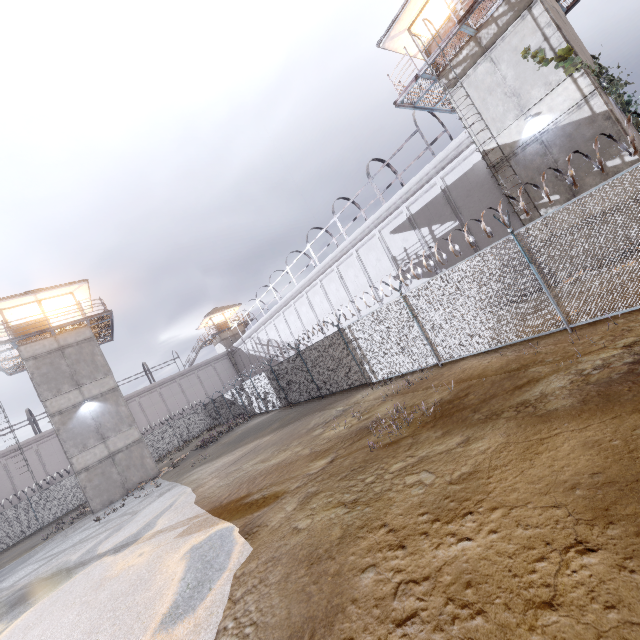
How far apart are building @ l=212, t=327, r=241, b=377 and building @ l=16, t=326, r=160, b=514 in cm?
2362

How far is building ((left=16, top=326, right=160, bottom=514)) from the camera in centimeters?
2039cm

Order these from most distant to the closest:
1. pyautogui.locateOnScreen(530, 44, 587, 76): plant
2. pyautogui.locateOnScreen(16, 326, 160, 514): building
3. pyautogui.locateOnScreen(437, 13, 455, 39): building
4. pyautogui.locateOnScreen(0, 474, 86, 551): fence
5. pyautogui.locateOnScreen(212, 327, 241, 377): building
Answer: pyautogui.locateOnScreen(212, 327, 241, 377): building < pyautogui.locateOnScreen(0, 474, 86, 551): fence < pyautogui.locateOnScreen(16, 326, 160, 514): building < pyautogui.locateOnScreen(437, 13, 455, 39): building < pyautogui.locateOnScreen(530, 44, 587, 76): plant

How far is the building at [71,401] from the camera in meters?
20.4

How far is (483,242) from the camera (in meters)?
16.16

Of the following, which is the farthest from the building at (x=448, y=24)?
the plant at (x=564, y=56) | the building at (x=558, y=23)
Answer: the plant at (x=564, y=56)

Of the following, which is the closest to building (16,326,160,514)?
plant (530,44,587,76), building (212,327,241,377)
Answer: building (212,327,241,377)

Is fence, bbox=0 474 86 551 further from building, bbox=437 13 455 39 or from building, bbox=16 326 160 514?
building, bbox=437 13 455 39
